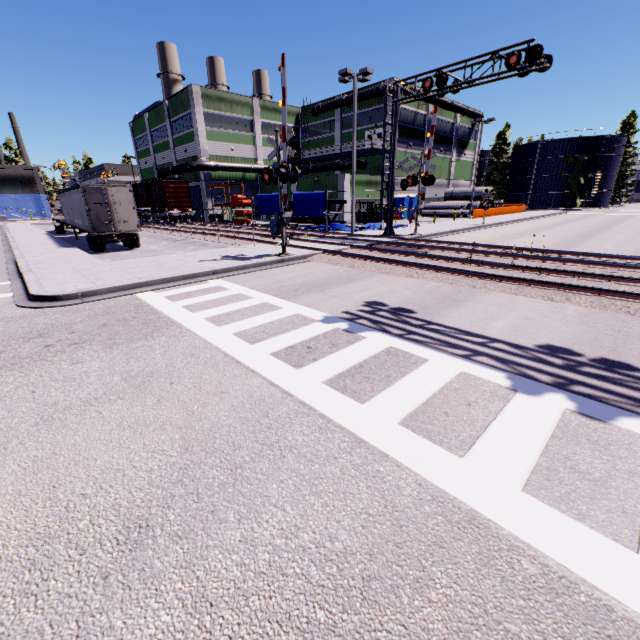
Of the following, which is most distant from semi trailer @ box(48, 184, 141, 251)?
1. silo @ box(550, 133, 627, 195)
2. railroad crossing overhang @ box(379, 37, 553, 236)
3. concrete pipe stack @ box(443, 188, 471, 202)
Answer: silo @ box(550, 133, 627, 195)

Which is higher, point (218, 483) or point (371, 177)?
point (371, 177)

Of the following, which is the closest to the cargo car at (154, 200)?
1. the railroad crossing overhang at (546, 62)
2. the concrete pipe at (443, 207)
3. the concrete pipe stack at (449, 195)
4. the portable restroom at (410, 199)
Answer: the railroad crossing overhang at (546, 62)

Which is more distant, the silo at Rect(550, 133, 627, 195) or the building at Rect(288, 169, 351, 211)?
the silo at Rect(550, 133, 627, 195)

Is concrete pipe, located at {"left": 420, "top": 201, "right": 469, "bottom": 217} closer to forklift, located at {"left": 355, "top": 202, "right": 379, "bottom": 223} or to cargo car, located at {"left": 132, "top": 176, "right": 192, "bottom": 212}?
forklift, located at {"left": 355, "top": 202, "right": 379, "bottom": 223}

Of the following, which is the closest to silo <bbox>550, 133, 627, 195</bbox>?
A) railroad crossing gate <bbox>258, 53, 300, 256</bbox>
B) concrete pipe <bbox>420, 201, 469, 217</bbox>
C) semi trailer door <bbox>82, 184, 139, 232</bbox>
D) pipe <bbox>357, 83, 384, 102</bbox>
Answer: pipe <bbox>357, 83, 384, 102</bbox>

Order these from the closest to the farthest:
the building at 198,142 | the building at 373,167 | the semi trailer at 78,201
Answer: the semi trailer at 78,201 < the building at 373,167 < the building at 198,142

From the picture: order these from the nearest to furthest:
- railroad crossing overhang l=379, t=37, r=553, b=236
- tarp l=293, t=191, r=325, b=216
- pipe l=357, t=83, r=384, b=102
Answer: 1. railroad crossing overhang l=379, t=37, r=553, b=236
2. tarp l=293, t=191, r=325, b=216
3. pipe l=357, t=83, r=384, b=102
